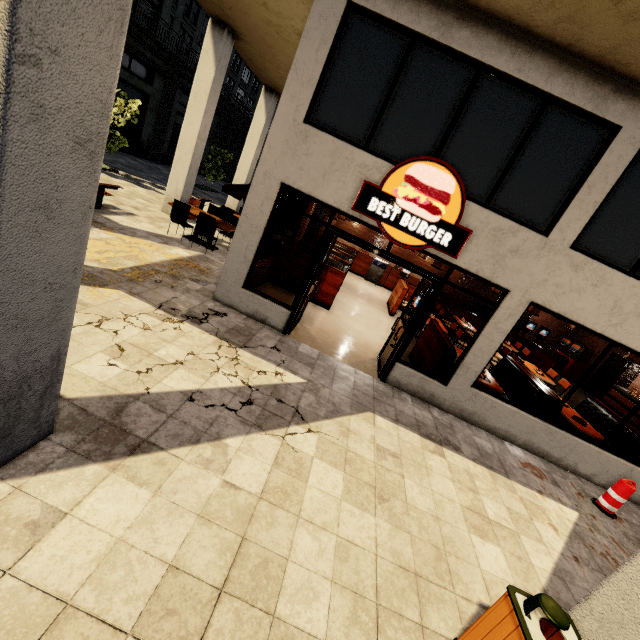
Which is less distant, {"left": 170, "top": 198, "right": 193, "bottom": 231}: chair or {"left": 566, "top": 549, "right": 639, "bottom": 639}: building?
{"left": 566, "top": 549, "right": 639, "bottom": 639}: building

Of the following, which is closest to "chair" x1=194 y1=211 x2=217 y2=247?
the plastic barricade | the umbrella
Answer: the umbrella

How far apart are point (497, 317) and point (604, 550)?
3.7 meters

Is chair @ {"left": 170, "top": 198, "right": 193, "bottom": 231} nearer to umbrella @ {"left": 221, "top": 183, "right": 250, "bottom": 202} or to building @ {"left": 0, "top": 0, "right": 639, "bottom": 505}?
umbrella @ {"left": 221, "top": 183, "right": 250, "bottom": 202}

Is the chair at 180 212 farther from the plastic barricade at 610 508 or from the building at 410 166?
the plastic barricade at 610 508

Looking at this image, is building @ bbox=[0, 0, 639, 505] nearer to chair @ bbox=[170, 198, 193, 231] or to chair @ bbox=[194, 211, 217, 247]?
chair @ bbox=[194, 211, 217, 247]

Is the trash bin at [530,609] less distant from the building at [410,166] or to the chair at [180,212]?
the building at [410,166]

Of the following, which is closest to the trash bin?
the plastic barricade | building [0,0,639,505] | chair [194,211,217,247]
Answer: building [0,0,639,505]
